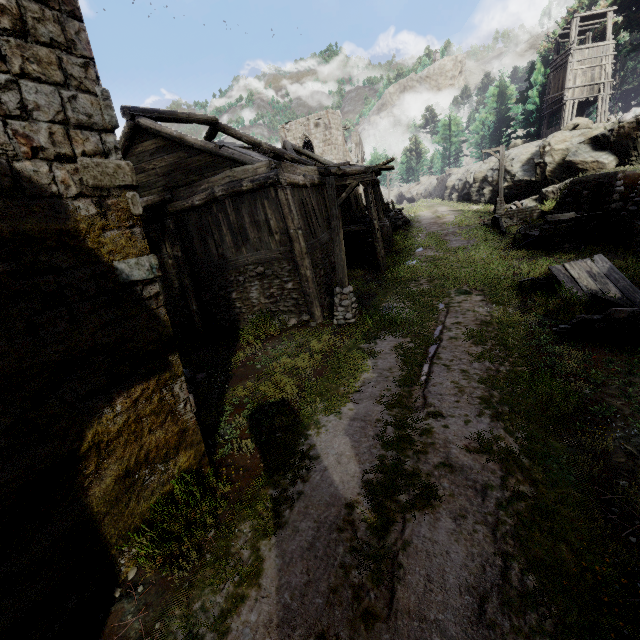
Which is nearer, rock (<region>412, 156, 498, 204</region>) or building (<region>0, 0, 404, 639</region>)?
building (<region>0, 0, 404, 639</region>)

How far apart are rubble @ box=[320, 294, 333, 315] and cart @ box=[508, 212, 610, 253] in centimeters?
987cm

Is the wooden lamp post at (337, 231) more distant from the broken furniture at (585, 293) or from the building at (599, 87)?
the building at (599, 87)

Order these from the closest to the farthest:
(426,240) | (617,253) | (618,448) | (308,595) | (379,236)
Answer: (308,595)
(618,448)
(617,253)
(379,236)
(426,240)

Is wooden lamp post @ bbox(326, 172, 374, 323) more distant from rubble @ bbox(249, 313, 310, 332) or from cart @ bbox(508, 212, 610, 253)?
cart @ bbox(508, 212, 610, 253)

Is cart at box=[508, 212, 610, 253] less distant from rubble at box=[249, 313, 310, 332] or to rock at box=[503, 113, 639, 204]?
rock at box=[503, 113, 639, 204]

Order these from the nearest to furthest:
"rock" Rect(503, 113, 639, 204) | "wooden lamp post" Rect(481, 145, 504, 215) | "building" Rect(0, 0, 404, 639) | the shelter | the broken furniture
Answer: "building" Rect(0, 0, 404, 639), the broken furniture, the shelter, "rock" Rect(503, 113, 639, 204), "wooden lamp post" Rect(481, 145, 504, 215)

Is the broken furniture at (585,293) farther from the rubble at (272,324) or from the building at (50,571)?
the rubble at (272,324)
